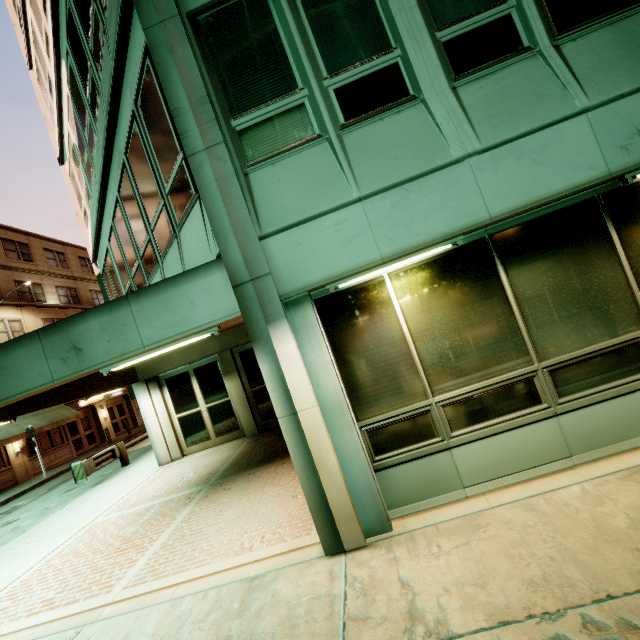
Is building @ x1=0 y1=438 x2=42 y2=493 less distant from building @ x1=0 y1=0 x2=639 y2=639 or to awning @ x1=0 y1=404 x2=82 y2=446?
awning @ x1=0 y1=404 x2=82 y2=446

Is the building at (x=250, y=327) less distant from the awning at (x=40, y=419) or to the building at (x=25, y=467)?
the awning at (x=40, y=419)

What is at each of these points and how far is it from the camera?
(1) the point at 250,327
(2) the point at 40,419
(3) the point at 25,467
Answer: (1) building, 3.9 meters
(2) awning, 20.7 meters
(3) building, 19.8 meters

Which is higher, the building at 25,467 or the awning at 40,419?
the awning at 40,419

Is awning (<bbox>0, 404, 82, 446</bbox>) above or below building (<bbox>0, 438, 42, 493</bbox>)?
above

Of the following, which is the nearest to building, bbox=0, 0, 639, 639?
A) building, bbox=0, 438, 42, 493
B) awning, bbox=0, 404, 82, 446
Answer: awning, bbox=0, 404, 82, 446

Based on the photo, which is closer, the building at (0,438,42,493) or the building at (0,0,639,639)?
the building at (0,0,639,639)
